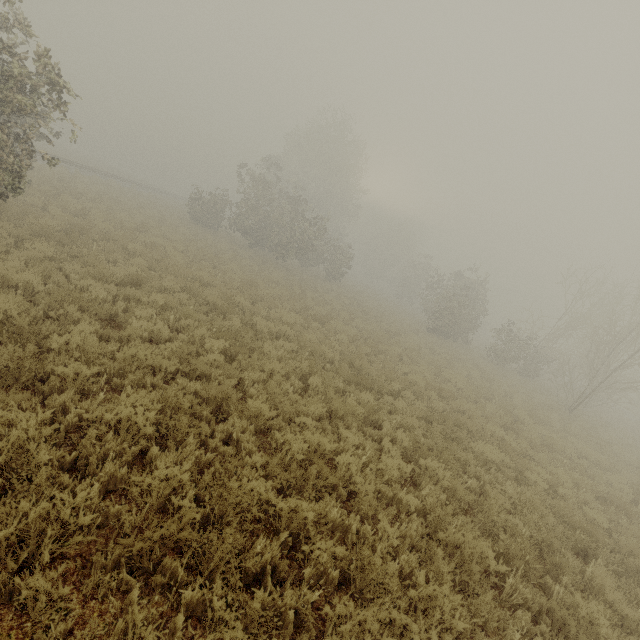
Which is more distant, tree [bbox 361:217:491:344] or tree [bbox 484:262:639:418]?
tree [bbox 361:217:491:344]

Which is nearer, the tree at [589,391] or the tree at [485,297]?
the tree at [589,391]

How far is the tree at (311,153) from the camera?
26.2m

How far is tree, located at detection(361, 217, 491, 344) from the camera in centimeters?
2648cm

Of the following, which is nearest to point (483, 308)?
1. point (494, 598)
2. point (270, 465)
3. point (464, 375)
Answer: point (464, 375)
